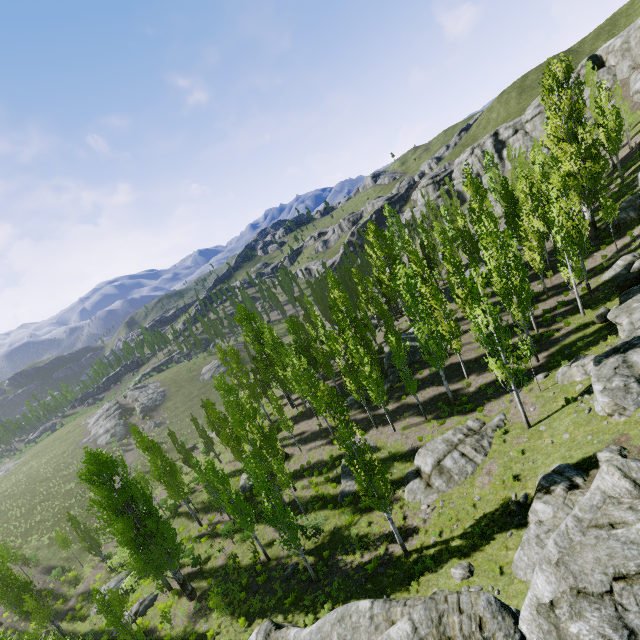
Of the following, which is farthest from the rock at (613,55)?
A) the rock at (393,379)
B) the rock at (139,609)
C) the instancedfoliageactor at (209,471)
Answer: the rock at (139,609)

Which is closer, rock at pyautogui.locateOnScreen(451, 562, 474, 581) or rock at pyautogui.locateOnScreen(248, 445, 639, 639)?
rock at pyautogui.locateOnScreen(248, 445, 639, 639)

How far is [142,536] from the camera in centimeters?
2381cm

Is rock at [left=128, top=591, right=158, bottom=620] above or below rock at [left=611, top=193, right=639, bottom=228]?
below

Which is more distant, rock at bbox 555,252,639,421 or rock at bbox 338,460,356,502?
rock at bbox 338,460,356,502

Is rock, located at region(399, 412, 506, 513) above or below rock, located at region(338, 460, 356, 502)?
above

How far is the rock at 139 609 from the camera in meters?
25.6 m
